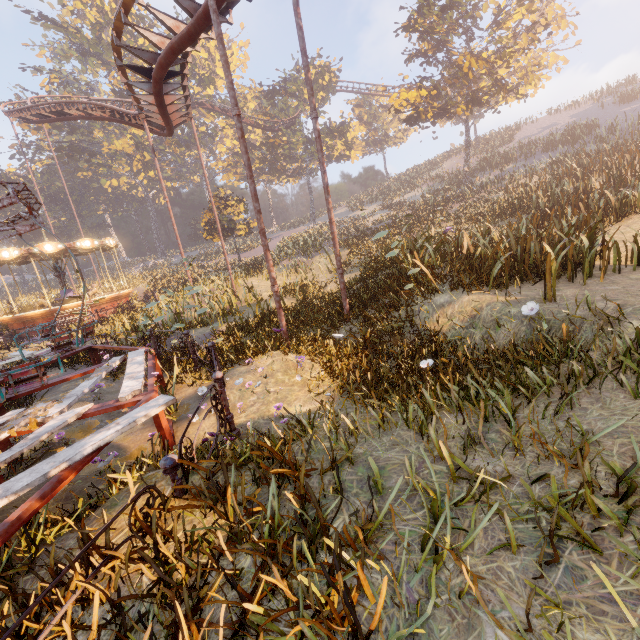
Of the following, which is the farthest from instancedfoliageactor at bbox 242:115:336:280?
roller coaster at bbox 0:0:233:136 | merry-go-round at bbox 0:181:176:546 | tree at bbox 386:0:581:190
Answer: tree at bbox 386:0:581:190

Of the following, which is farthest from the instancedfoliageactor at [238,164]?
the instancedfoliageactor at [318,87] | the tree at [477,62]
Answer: the tree at [477,62]

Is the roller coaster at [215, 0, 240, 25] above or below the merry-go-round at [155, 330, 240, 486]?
above

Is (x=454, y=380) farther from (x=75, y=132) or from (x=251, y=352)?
(x=75, y=132)

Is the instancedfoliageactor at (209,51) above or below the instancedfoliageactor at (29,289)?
above

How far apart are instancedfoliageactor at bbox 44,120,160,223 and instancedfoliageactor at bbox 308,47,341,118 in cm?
3124

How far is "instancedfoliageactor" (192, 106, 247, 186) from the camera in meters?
46.1 m

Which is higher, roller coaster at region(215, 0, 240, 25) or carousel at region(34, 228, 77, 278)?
roller coaster at region(215, 0, 240, 25)
